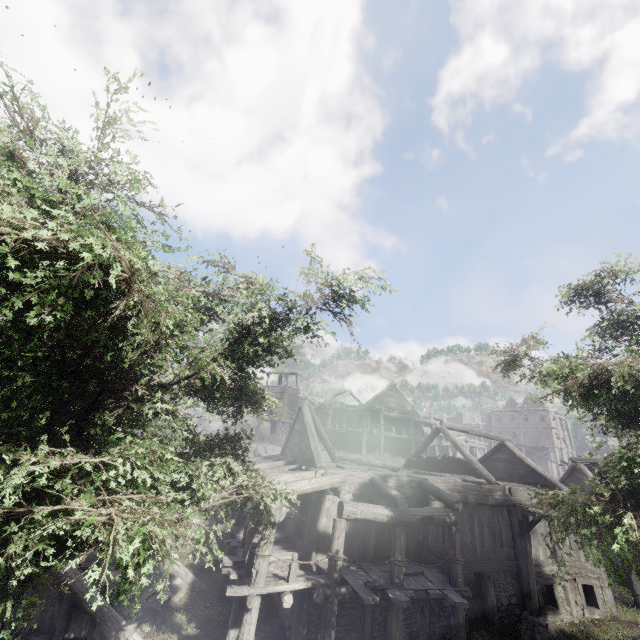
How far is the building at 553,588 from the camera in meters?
13.9 m

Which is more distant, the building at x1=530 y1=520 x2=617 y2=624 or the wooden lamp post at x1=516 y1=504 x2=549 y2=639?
the building at x1=530 y1=520 x2=617 y2=624

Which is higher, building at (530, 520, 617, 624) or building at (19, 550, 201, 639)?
building at (530, 520, 617, 624)

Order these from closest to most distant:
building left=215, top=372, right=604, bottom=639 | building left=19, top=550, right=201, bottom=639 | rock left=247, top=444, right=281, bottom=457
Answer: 1. building left=215, top=372, right=604, bottom=639
2. building left=19, top=550, right=201, bottom=639
3. rock left=247, top=444, right=281, bottom=457

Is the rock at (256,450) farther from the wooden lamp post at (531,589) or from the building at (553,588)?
the wooden lamp post at (531,589)

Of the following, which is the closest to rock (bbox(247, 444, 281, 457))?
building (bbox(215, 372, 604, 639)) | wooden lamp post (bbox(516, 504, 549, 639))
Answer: building (bbox(215, 372, 604, 639))

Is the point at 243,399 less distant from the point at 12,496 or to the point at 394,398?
the point at 12,496

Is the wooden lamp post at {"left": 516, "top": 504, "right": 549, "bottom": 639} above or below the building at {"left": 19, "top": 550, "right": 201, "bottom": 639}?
above
